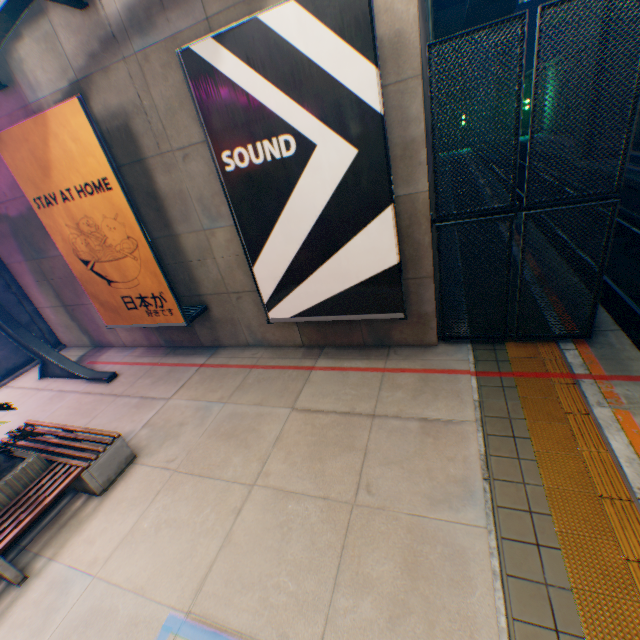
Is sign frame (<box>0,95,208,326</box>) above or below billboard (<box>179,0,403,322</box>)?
below

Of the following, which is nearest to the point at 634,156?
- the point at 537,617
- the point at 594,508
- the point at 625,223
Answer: the point at 625,223

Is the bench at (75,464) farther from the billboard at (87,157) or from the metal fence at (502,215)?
the metal fence at (502,215)

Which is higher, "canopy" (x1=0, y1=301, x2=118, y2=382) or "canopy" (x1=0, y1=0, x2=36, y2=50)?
"canopy" (x1=0, y1=0, x2=36, y2=50)

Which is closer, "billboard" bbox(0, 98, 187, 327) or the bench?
the bench

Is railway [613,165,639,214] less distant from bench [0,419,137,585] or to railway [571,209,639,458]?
railway [571,209,639,458]

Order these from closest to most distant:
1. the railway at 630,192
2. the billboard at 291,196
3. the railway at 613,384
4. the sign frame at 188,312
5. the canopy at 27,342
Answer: the billboard at 291,196, the railway at 613,384, the sign frame at 188,312, the canopy at 27,342, the railway at 630,192

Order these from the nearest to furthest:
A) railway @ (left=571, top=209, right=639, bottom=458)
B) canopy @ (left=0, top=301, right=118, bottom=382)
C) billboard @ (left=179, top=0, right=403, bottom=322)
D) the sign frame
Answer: billboard @ (left=179, top=0, right=403, bottom=322) < railway @ (left=571, top=209, right=639, bottom=458) < the sign frame < canopy @ (left=0, top=301, right=118, bottom=382)
